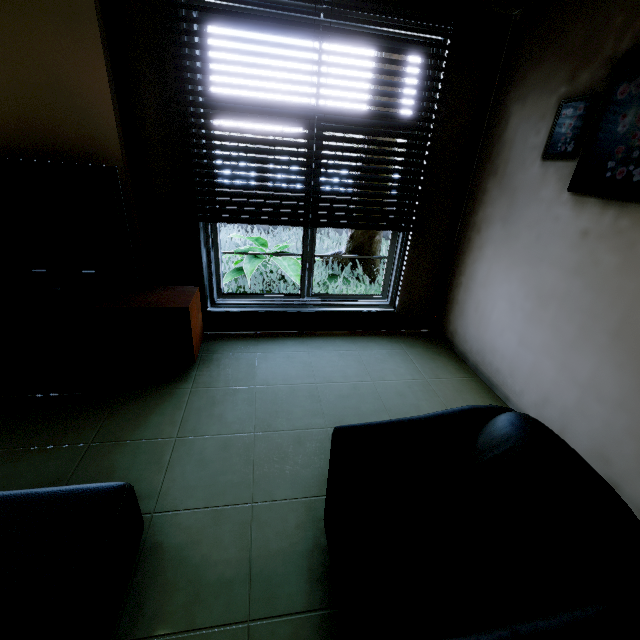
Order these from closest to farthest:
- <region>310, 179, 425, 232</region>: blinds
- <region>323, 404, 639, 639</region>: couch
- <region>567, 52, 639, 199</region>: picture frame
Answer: <region>323, 404, 639, 639</region>: couch
<region>567, 52, 639, 199</region>: picture frame
<region>310, 179, 425, 232</region>: blinds

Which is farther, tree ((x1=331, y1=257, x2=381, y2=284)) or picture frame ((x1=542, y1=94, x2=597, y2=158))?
tree ((x1=331, y1=257, x2=381, y2=284))

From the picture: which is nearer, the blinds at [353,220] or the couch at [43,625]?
the couch at [43,625]

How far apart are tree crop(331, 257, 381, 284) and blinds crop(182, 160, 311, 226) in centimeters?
298cm

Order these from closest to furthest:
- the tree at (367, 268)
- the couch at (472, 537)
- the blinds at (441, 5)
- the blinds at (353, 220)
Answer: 1. the couch at (472, 537)
2. the blinds at (441, 5)
3. the blinds at (353, 220)
4. the tree at (367, 268)

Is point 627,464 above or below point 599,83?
below

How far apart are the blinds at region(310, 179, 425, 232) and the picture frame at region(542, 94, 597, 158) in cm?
93

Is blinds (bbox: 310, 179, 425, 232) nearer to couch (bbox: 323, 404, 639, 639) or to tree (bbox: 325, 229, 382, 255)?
couch (bbox: 323, 404, 639, 639)
